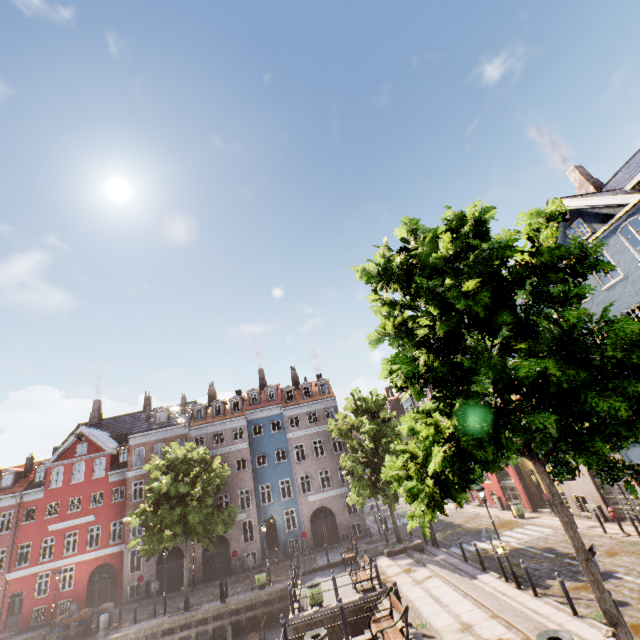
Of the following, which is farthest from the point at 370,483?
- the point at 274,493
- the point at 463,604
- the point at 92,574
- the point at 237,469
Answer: the point at 92,574

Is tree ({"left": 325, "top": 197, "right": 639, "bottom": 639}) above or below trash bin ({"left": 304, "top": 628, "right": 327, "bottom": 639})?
above

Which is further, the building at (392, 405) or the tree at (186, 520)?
the building at (392, 405)

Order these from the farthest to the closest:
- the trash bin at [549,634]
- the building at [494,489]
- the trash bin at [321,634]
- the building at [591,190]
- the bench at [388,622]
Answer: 1. the building at [494,489]
2. the building at [591,190]
3. the trash bin at [321,634]
4. the bench at [388,622]
5. the trash bin at [549,634]

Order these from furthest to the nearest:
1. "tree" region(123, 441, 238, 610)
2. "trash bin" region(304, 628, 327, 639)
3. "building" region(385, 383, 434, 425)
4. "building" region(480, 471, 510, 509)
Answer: "building" region(385, 383, 434, 425)
"building" region(480, 471, 510, 509)
"tree" region(123, 441, 238, 610)
"trash bin" region(304, 628, 327, 639)

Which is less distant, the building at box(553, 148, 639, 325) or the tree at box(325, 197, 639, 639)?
the tree at box(325, 197, 639, 639)

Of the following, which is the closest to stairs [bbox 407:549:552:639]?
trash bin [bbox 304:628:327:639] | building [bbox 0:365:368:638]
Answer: trash bin [bbox 304:628:327:639]

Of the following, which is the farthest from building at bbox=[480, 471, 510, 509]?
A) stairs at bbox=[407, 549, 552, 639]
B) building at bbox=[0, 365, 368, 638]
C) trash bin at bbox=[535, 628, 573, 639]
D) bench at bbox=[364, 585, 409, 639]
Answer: bench at bbox=[364, 585, 409, 639]
